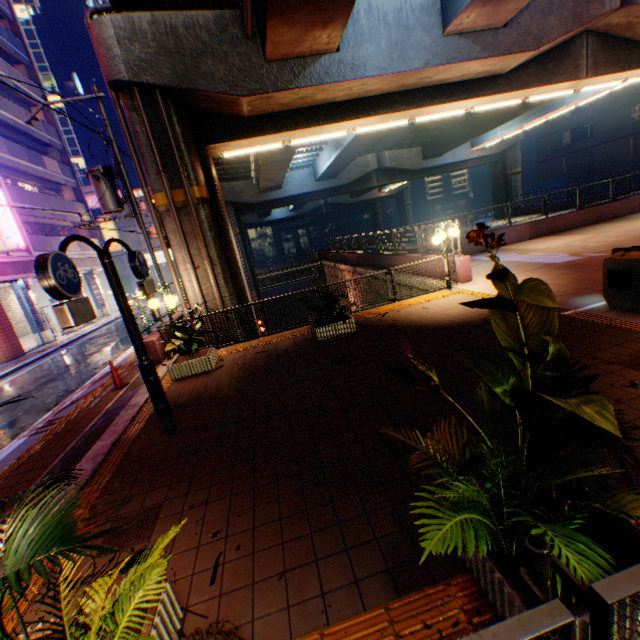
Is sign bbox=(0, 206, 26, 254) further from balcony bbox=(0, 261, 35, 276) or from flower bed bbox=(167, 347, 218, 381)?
flower bed bbox=(167, 347, 218, 381)

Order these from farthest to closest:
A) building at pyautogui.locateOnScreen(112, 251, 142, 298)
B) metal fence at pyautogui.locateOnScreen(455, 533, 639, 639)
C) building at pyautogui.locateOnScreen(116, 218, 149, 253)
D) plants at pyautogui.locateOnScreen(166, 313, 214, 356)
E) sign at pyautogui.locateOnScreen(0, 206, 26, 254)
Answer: building at pyautogui.locateOnScreen(112, 251, 142, 298) < building at pyautogui.locateOnScreen(116, 218, 149, 253) < sign at pyautogui.locateOnScreen(0, 206, 26, 254) < plants at pyautogui.locateOnScreen(166, 313, 214, 356) < metal fence at pyautogui.locateOnScreen(455, 533, 639, 639)

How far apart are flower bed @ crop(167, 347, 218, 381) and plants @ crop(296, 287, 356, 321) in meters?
2.5

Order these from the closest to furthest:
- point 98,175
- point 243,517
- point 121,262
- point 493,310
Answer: point 493,310 < point 243,517 < point 98,175 < point 121,262

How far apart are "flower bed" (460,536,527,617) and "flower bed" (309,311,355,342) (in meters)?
5.88

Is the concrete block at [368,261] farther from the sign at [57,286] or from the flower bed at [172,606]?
the flower bed at [172,606]

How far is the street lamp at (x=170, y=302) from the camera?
9.0 meters

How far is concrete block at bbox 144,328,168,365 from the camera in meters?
9.7 m
